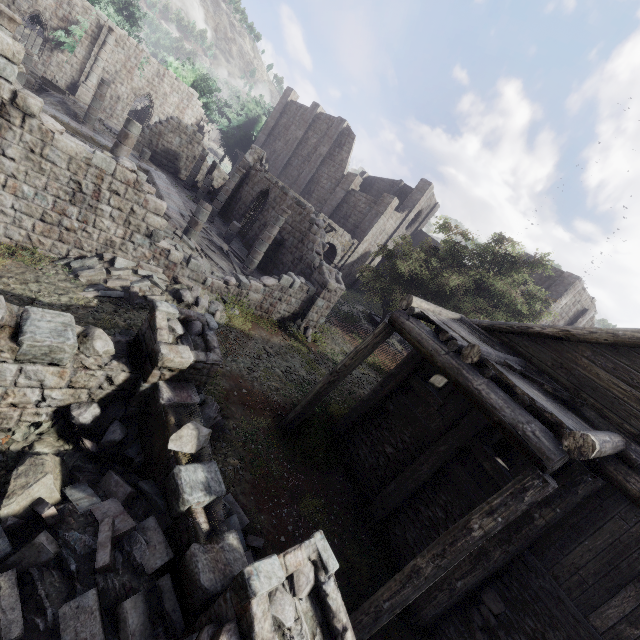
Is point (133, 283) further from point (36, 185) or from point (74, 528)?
point (74, 528)

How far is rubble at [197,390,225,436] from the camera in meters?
7.7

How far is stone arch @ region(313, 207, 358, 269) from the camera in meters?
28.8 m

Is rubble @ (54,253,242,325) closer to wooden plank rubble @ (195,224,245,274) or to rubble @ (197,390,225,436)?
rubble @ (197,390,225,436)

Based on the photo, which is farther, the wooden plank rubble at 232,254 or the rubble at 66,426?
the wooden plank rubble at 232,254

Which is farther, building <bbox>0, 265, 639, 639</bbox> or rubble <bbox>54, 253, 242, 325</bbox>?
rubble <bbox>54, 253, 242, 325</bbox>

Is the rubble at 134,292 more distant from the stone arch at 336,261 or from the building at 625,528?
the stone arch at 336,261
